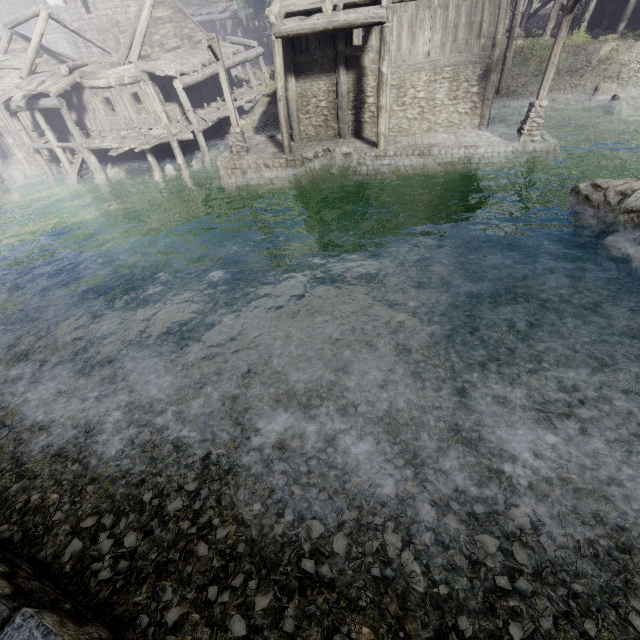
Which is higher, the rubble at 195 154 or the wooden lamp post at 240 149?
the wooden lamp post at 240 149

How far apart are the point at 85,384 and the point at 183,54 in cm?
2248

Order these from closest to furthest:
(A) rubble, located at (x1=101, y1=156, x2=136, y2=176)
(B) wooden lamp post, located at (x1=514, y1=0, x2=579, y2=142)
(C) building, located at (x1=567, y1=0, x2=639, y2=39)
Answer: (B) wooden lamp post, located at (x1=514, y1=0, x2=579, y2=142) < (C) building, located at (x1=567, y1=0, x2=639, y2=39) < (A) rubble, located at (x1=101, y1=156, x2=136, y2=176)

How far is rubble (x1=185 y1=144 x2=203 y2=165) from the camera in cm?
2086

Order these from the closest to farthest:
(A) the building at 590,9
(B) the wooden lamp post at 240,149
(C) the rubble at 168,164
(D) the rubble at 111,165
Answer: (B) the wooden lamp post at 240,149 < (A) the building at 590,9 < (C) the rubble at 168,164 < (D) the rubble at 111,165

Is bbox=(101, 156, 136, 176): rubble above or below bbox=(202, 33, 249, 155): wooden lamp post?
below

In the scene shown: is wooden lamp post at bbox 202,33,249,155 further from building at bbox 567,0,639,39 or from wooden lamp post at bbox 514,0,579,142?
wooden lamp post at bbox 514,0,579,142
